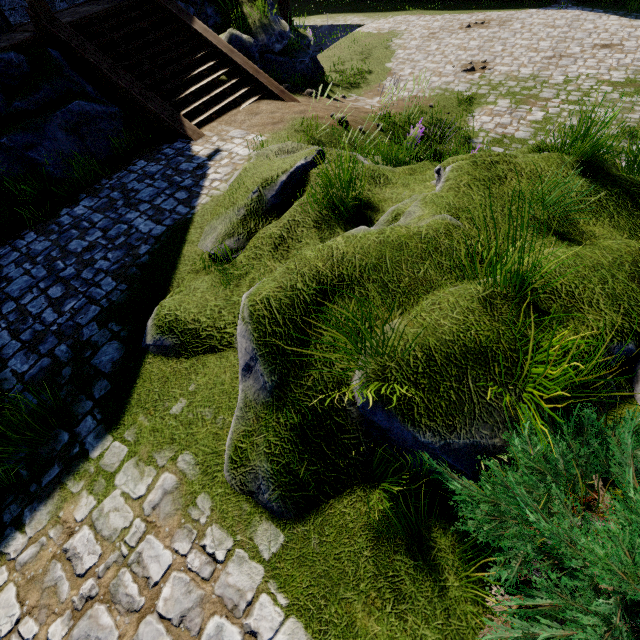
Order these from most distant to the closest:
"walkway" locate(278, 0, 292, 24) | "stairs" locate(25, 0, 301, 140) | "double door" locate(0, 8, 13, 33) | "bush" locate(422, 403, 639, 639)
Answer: "walkway" locate(278, 0, 292, 24)
"double door" locate(0, 8, 13, 33)
"stairs" locate(25, 0, 301, 140)
"bush" locate(422, 403, 639, 639)

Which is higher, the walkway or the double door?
the double door

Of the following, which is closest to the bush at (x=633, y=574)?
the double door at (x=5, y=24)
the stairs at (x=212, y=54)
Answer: the stairs at (x=212, y=54)

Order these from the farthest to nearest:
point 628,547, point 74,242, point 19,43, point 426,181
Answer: point 19,43
point 74,242
point 426,181
point 628,547

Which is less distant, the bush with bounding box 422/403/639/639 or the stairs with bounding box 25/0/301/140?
the bush with bounding box 422/403/639/639

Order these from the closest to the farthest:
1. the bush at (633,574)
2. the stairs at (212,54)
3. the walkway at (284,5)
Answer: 1. the bush at (633,574)
2. the stairs at (212,54)
3. the walkway at (284,5)

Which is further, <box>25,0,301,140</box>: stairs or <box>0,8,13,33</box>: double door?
<box>0,8,13,33</box>: double door

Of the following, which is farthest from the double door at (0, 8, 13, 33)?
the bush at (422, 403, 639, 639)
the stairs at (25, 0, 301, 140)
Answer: the bush at (422, 403, 639, 639)
